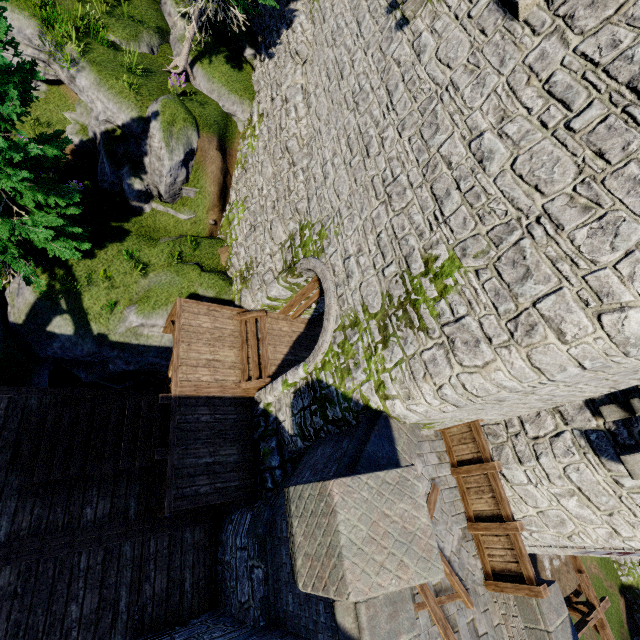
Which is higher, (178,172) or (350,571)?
(350,571)

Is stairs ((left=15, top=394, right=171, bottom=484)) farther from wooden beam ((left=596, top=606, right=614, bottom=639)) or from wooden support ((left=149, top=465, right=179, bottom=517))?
wooden beam ((left=596, top=606, right=614, bottom=639))

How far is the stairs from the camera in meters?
8.0

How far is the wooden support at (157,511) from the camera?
7.78m

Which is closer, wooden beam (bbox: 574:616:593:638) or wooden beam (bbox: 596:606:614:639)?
wooden beam (bbox: 574:616:593:638)

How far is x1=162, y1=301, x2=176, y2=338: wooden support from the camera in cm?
1040

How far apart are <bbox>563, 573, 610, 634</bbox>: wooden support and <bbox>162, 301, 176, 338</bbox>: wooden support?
16.9m

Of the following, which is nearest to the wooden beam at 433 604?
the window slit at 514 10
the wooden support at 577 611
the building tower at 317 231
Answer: the building tower at 317 231
